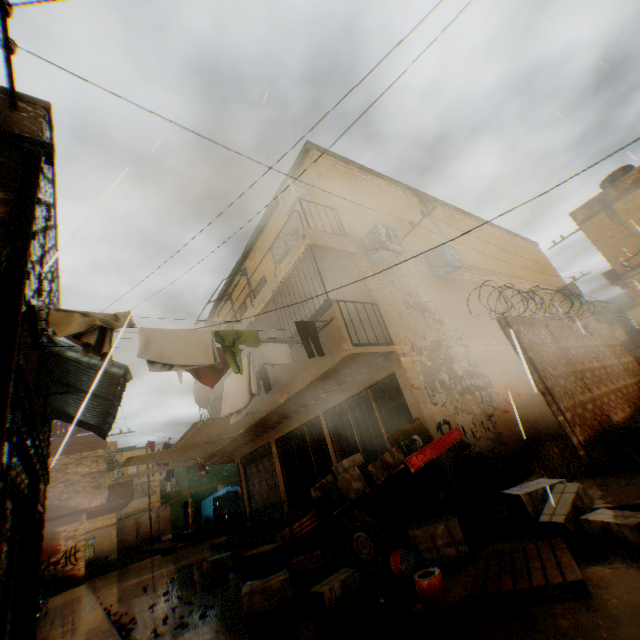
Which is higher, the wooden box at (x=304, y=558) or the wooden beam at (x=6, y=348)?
the wooden beam at (x=6, y=348)

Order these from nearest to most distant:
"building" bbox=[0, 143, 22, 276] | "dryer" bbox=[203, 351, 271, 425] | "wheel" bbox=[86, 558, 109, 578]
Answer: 1. "building" bbox=[0, 143, 22, 276]
2. "dryer" bbox=[203, 351, 271, 425]
3. "wheel" bbox=[86, 558, 109, 578]

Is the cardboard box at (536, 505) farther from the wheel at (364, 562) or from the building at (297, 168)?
the building at (297, 168)

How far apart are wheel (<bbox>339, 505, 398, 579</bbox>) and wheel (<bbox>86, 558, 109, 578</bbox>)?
24.4m

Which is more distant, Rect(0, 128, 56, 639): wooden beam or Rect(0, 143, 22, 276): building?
Rect(0, 143, 22, 276): building

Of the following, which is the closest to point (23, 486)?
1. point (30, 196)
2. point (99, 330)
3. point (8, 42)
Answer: point (99, 330)

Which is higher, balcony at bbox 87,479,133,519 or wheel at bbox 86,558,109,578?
balcony at bbox 87,479,133,519

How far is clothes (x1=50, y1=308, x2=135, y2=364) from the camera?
4.20m
